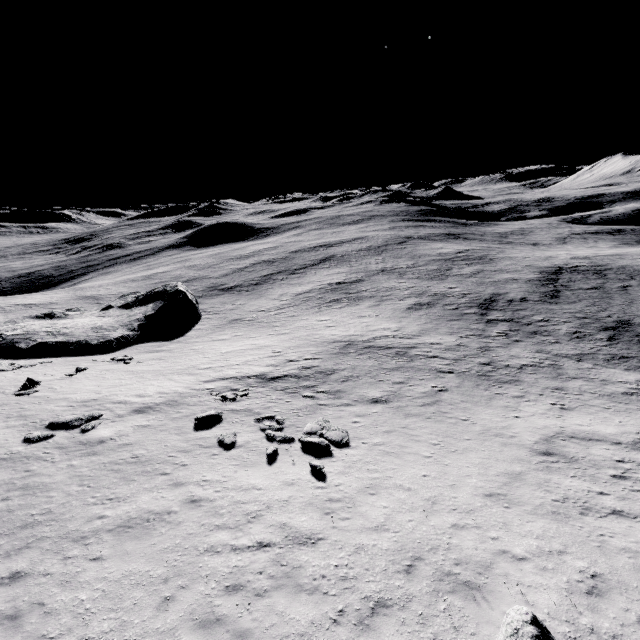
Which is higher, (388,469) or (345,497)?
(345,497)

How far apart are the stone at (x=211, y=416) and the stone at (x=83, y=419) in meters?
4.3

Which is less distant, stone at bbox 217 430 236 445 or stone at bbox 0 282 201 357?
stone at bbox 217 430 236 445

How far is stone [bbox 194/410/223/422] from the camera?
15.6 meters

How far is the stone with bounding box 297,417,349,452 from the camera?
13.6 meters

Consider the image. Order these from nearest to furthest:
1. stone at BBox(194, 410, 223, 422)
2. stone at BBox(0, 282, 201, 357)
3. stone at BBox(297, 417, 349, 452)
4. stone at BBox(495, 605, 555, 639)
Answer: stone at BBox(495, 605, 555, 639) → stone at BBox(297, 417, 349, 452) → stone at BBox(194, 410, 223, 422) → stone at BBox(0, 282, 201, 357)

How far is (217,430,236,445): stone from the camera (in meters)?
13.68

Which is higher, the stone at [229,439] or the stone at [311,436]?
the stone at [229,439]
